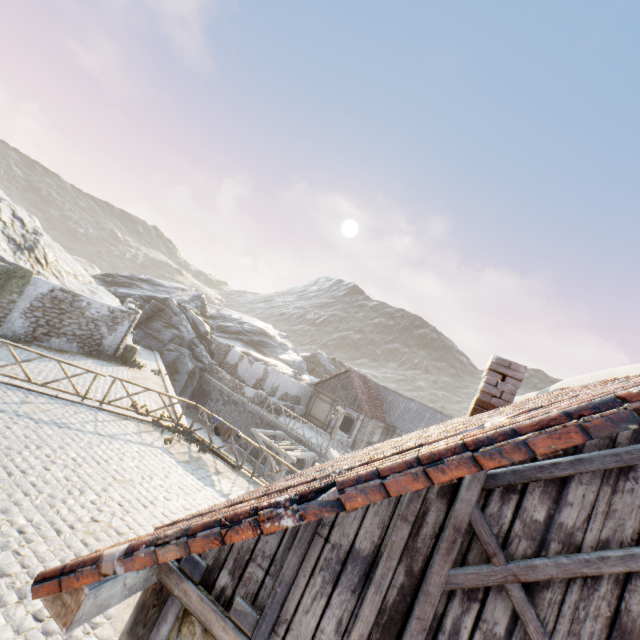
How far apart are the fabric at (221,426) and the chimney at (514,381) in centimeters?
946cm

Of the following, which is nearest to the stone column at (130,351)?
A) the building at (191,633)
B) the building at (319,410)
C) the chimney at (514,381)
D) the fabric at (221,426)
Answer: the fabric at (221,426)

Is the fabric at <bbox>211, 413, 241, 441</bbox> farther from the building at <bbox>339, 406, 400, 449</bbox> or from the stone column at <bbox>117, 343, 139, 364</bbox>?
the building at <bbox>339, 406, 400, 449</bbox>

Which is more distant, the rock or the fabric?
the rock

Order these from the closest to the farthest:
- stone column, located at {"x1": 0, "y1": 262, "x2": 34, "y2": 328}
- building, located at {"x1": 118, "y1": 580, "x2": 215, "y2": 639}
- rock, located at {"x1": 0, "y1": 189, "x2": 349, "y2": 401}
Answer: building, located at {"x1": 118, "y1": 580, "x2": 215, "y2": 639}
stone column, located at {"x1": 0, "y1": 262, "x2": 34, "y2": 328}
rock, located at {"x1": 0, "y1": 189, "x2": 349, "y2": 401}

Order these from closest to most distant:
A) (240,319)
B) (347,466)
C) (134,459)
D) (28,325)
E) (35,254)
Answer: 1. (347,466)
2. (134,459)
3. (28,325)
4. (35,254)
5. (240,319)

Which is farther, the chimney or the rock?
the rock

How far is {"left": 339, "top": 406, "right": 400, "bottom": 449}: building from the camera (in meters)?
26.37
